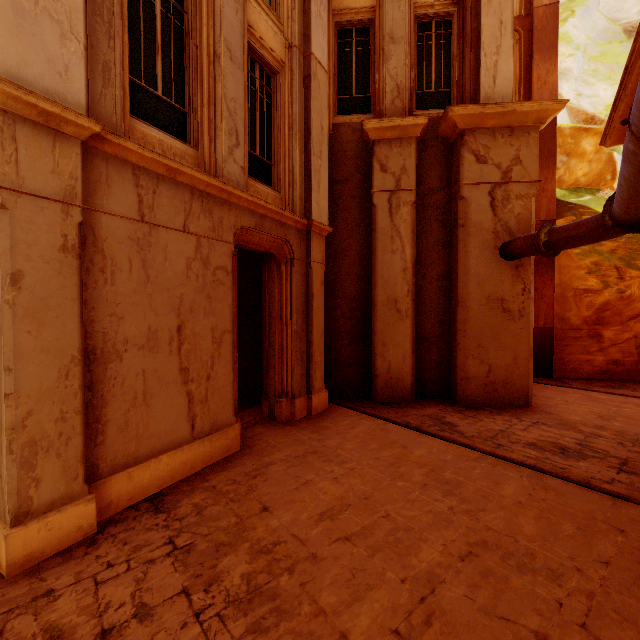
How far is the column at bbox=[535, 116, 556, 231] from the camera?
11.6 meters

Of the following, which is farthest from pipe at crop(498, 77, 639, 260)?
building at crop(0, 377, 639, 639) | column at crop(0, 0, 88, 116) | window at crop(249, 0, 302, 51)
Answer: column at crop(0, 0, 88, 116)

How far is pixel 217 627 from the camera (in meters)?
2.53

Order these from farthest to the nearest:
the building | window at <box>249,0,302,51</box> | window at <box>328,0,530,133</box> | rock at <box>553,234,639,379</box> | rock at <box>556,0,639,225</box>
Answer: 1. rock at <box>556,0,639,225</box>
2. rock at <box>553,234,639,379</box>
3. window at <box>328,0,530,133</box>
4. window at <box>249,0,302,51</box>
5. the building

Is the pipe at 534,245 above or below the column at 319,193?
below

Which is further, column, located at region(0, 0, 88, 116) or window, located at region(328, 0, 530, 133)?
window, located at region(328, 0, 530, 133)

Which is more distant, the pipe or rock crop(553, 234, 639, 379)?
rock crop(553, 234, 639, 379)

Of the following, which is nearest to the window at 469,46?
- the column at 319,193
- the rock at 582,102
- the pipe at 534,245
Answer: the column at 319,193
